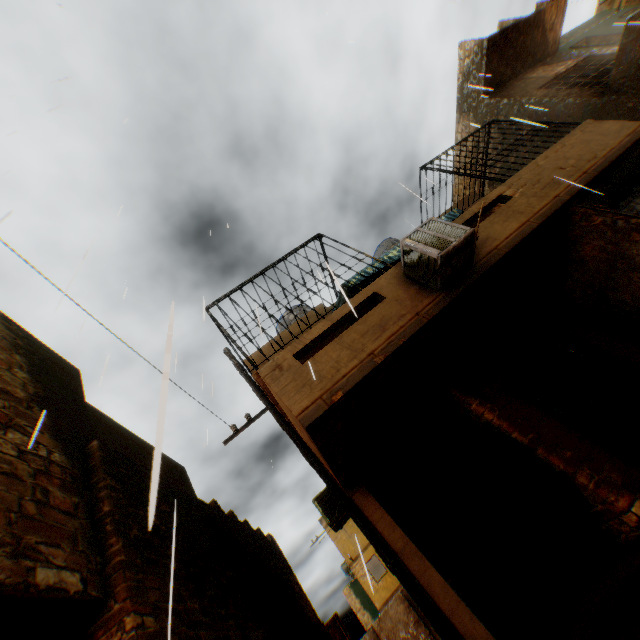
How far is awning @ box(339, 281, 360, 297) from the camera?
7.40m

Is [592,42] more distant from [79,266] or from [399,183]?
[79,266]

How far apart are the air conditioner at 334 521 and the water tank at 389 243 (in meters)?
7.49

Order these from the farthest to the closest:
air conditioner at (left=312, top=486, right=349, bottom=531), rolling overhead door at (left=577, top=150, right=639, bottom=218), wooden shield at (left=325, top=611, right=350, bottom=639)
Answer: wooden shield at (left=325, top=611, right=350, bottom=639), air conditioner at (left=312, top=486, right=349, bottom=531), rolling overhead door at (left=577, top=150, right=639, bottom=218)

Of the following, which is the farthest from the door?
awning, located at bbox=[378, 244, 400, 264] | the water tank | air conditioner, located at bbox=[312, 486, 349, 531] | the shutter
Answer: the water tank

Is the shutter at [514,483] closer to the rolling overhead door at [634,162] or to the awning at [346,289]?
the awning at [346,289]

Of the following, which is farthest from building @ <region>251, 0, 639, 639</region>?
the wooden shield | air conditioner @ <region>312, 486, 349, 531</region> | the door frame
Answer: the wooden shield

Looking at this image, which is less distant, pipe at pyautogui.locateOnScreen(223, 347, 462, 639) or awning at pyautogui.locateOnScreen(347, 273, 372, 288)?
pipe at pyautogui.locateOnScreen(223, 347, 462, 639)
